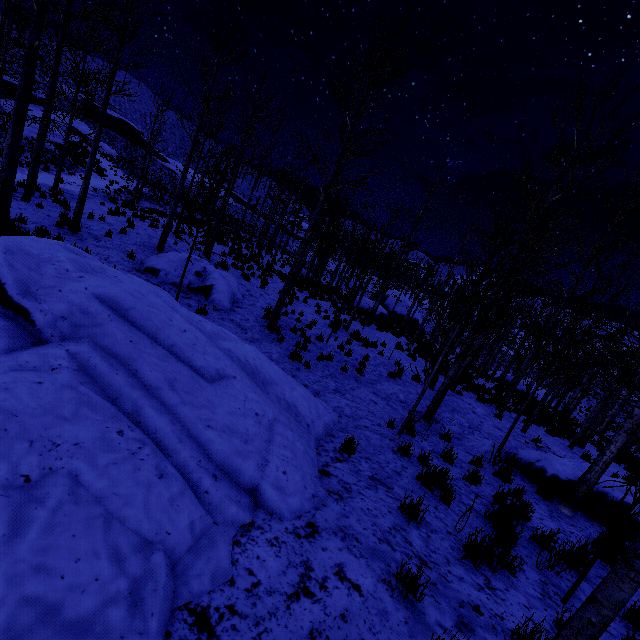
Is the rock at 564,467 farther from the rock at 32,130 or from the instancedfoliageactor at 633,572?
the rock at 32,130

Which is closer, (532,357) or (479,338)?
(479,338)

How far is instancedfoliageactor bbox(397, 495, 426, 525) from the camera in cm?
403

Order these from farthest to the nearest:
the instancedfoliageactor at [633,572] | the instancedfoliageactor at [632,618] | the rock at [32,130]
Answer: the rock at [32,130]
the instancedfoliageactor at [633,572]
the instancedfoliageactor at [632,618]

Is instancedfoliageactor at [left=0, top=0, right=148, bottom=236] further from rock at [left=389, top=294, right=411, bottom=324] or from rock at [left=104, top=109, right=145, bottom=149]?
rock at [left=104, top=109, right=145, bottom=149]

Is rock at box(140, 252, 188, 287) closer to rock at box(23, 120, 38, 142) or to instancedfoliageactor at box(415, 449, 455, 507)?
instancedfoliageactor at box(415, 449, 455, 507)

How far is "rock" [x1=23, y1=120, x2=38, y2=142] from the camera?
27.5m

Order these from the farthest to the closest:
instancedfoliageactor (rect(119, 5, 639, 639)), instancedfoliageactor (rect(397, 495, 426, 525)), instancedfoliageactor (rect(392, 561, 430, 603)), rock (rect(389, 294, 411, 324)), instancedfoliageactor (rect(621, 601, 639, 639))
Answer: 1. rock (rect(389, 294, 411, 324))
2. instancedfoliageactor (rect(119, 5, 639, 639))
3. instancedfoliageactor (rect(397, 495, 426, 525))
4. instancedfoliageactor (rect(621, 601, 639, 639))
5. instancedfoliageactor (rect(392, 561, 430, 603))
